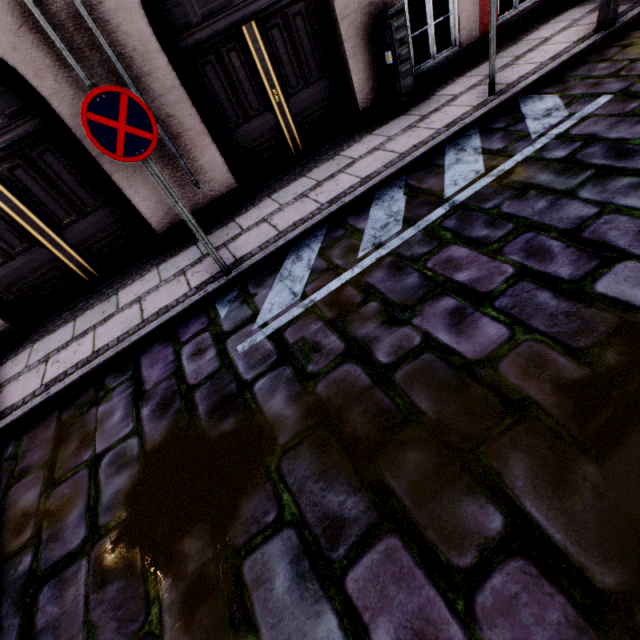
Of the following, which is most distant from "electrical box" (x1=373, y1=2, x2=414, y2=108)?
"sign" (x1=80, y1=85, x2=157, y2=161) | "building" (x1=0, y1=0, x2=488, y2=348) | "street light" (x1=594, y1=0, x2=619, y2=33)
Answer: "sign" (x1=80, y1=85, x2=157, y2=161)

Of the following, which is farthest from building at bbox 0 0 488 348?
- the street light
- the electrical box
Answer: the street light

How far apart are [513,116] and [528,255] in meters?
2.8

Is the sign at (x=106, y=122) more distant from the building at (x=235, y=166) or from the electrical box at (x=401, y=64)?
the electrical box at (x=401, y=64)

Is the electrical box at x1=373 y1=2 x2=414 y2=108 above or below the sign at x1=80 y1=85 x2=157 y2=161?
below

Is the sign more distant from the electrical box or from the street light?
the street light

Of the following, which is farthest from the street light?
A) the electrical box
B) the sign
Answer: the sign

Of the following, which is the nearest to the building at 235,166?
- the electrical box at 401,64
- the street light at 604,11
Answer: the electrical box at 401,64
